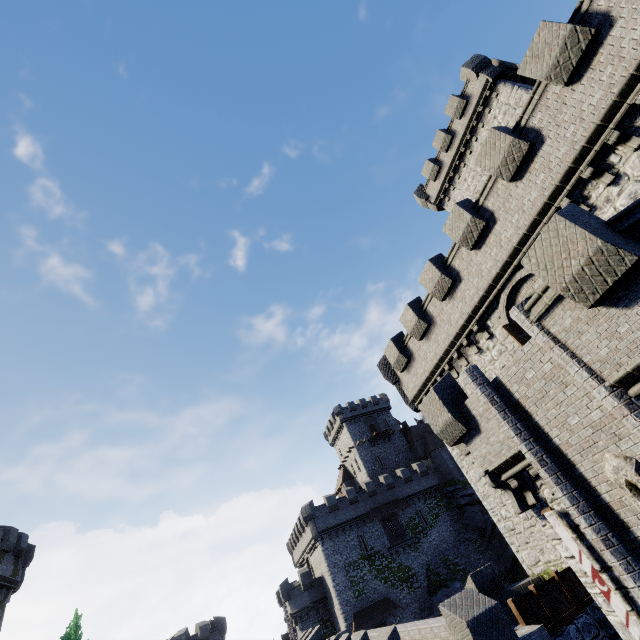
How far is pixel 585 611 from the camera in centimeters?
1120cm

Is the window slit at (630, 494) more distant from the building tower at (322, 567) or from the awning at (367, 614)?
the building tower at (322, 567)

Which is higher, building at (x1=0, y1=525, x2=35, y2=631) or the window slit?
building at (x1=0, y1=525, x2=35, y2=631)

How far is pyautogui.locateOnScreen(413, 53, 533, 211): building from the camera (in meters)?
23.42

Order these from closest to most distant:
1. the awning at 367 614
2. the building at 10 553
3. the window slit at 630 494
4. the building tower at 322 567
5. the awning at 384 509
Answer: the window slit at 630 494, the building at 10 553, the awning at 367 614, the building tower at 322 567, the awning at 384 509

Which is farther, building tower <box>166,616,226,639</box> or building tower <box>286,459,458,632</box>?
building tower <box>166,616,226,639</box>

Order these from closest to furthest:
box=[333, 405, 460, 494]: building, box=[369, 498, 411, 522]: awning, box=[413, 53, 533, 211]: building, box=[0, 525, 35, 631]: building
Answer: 1. box=[413, 53, 533, 211]: building
2. box=[0, 525, 35, 631]: building
3. box=[369, 498, 411, 522]: awning
4. box=[333, 405, 460, 494]: building

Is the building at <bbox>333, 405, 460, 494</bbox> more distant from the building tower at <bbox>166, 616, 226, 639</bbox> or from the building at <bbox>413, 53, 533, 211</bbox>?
the building at <bbox>413, 53, 533, 211</bbox>
